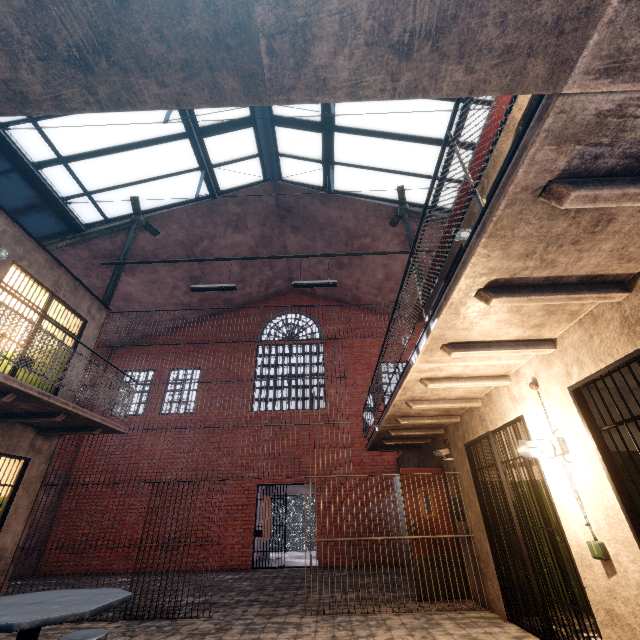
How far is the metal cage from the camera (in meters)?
15.47

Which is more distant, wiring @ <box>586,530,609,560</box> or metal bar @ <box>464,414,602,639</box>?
metal bar @ <box>464,414,602,639</box>

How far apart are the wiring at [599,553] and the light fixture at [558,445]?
0.6m

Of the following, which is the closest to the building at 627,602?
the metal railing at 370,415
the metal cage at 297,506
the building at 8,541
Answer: the metal railing at 370,415

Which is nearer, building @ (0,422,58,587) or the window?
building @ (0,422,58,587)

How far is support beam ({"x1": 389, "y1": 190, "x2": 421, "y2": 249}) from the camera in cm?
927

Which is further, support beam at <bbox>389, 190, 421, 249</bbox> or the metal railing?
support beam at <bbox>389, 190, 421, 249</bbox>

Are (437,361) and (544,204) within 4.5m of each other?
yes
